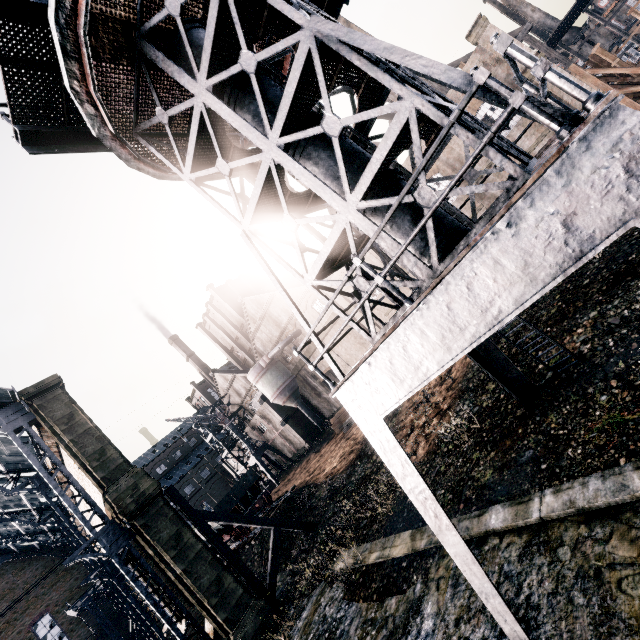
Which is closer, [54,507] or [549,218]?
[549,218]

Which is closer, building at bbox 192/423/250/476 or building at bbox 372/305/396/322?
building at bbox 372/305/396/322

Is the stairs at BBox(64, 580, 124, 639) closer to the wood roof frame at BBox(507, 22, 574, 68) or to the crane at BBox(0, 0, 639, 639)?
the crane at BBox(0, 0, 639, 639)

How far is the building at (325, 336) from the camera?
39.5m

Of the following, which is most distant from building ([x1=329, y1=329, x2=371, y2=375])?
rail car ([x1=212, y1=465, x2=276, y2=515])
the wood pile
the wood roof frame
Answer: rail car ([x1=212, y1=465, x2=276, y2=515])

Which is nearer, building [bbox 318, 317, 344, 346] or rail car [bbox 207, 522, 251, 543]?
rail car [bbox 207, 522, 251, 543]

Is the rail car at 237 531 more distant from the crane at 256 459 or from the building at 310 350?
the crane at 256 459

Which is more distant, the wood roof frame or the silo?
the silo
